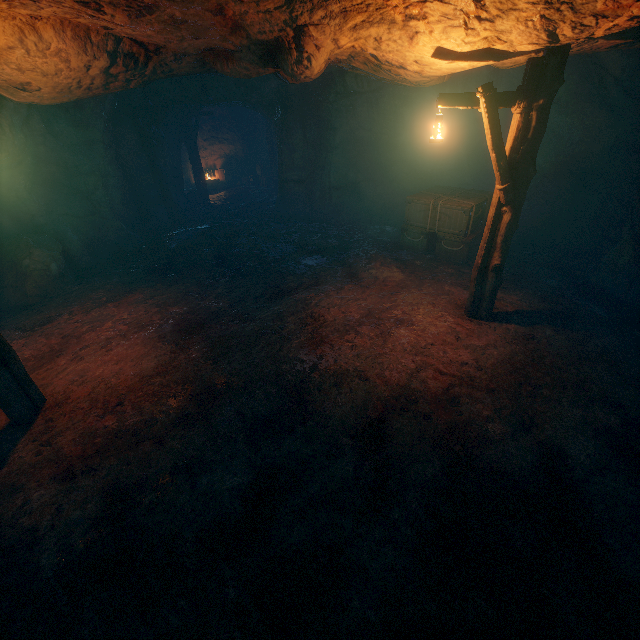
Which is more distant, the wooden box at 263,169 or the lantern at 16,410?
the wooden box at 263,169

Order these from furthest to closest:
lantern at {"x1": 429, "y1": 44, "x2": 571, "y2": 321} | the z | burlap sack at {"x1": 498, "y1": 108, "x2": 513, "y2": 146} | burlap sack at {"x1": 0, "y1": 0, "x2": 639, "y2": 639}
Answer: burlap sack at {"x1": 498, "y1": 108, "x2": 513, "y2": 146}, the z, lantern at {"x1": 429, "y1": 44, "x2": 571, "y2": 321}, burlap sack at {"x1": 0, "y1": 0, "x2": 639, "y2": 639}

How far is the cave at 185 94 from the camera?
11.5m

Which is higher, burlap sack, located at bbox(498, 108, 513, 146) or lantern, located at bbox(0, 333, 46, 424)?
burlap sack, located at bbox(498, 108, 513, 146)

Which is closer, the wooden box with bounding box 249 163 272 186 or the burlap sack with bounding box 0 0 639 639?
the burlap sack with bounding box 0 0 639 639

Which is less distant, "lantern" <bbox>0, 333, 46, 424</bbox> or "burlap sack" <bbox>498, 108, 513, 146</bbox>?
"lantern" <bbox>0, 333, 46, 424</bbox>

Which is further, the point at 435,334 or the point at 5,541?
→ the point at 435,334

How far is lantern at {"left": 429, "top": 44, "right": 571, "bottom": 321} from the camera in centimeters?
483cm
